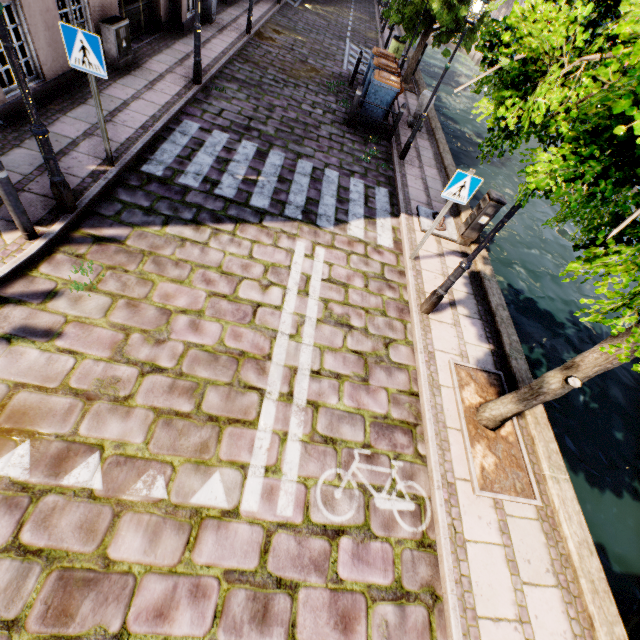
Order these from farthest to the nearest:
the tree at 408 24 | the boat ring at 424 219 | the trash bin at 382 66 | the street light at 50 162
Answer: the tree at 408 24
the trash bin at 382 66
the boat ring at 424 219
the street light at 50 162

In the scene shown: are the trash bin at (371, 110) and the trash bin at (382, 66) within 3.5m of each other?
yes

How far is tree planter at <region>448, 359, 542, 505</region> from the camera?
4.22m

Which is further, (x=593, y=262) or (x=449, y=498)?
(x=449, y=498)

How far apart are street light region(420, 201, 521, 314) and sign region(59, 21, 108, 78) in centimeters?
585cm

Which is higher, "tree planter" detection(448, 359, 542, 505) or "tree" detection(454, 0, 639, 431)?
"tree" detection(454, 0, 639, 431)

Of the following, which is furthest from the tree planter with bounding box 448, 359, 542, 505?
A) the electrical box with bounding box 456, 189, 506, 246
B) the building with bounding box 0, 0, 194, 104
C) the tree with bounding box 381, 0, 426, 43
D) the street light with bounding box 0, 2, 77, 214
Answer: the building with bounding box 0, 0, 194, 104

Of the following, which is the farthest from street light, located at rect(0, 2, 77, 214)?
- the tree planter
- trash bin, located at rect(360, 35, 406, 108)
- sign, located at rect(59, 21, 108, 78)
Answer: trash bin, located at rect(360, 35, 406, 108)
